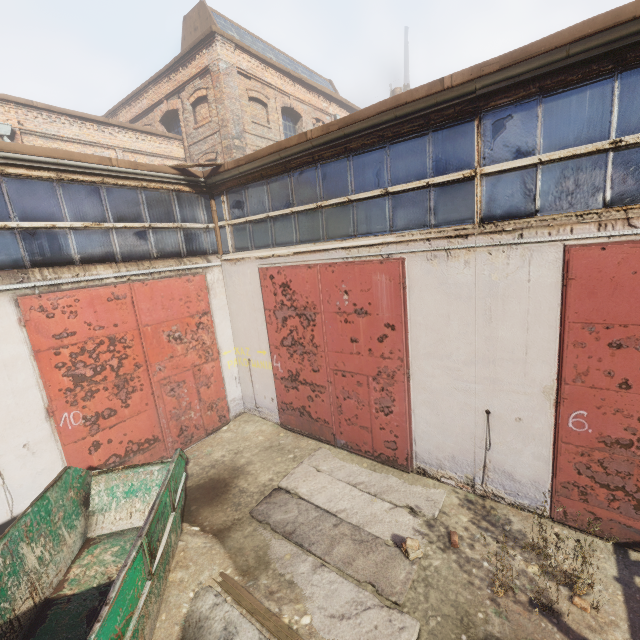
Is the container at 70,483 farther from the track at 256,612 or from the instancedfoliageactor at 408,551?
the instancedfoliageactor at 408,551

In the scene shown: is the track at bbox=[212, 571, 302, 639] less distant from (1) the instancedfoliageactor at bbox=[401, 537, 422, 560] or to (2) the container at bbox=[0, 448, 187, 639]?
(2) the container at bbox=[0, 448, 187, 639]

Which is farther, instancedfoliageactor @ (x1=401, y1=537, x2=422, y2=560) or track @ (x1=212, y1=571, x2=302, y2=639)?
instancedfoliageactor @ (x1=401, y1=537, x2=422, y2=560)

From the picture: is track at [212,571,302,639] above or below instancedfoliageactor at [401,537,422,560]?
below

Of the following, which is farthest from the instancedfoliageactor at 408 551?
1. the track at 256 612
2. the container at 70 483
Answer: the container at 70 483

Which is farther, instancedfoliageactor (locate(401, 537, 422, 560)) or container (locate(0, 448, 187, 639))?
instancedfoliageactor (locate(401, 537, 422, 560))

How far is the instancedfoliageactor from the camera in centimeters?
473cm

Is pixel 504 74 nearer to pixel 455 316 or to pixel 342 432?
pixel 455 316
